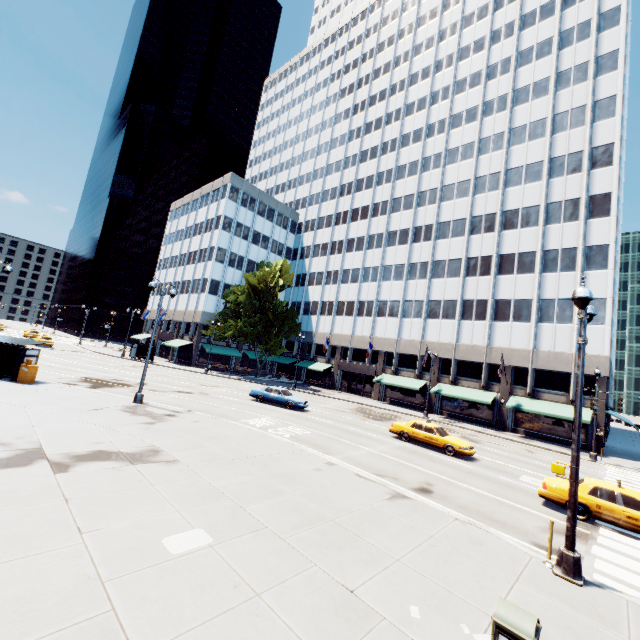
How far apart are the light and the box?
26.14m

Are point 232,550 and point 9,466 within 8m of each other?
yes

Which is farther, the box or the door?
the door

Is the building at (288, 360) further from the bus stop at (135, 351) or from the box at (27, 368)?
the box at (27, 368)

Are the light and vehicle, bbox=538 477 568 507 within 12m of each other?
yes

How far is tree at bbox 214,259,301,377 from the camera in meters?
46.3 m

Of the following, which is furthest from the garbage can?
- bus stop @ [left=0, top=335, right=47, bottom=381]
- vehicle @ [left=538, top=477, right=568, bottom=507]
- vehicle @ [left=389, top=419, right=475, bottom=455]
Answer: bus stop @ [left=0, top=335, right=47, bottom=381]

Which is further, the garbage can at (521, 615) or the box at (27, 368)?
the box at (27, 368)
